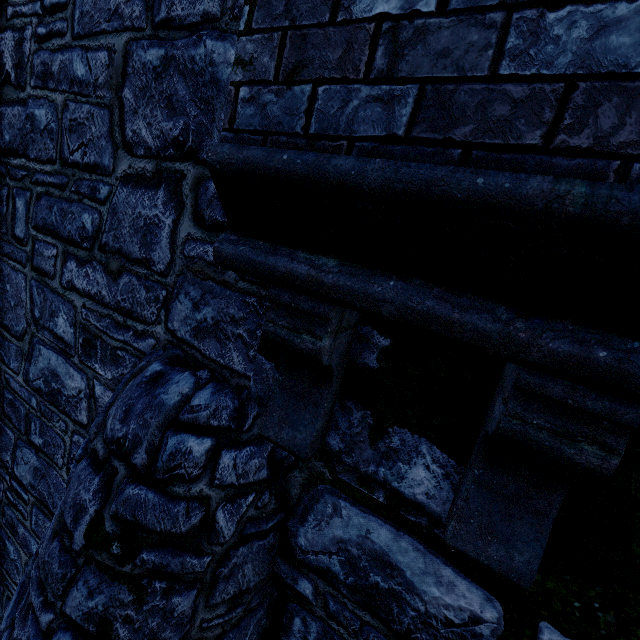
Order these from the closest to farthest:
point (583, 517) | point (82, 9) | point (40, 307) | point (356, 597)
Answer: point (583, 517), point (356, 597), point (82, 9), point (40, 307)
